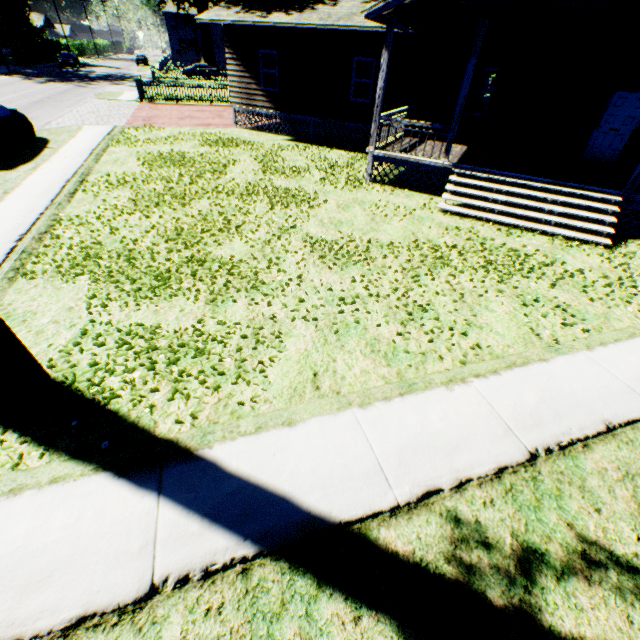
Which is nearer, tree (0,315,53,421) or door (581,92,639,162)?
tree (0,315,53,421)

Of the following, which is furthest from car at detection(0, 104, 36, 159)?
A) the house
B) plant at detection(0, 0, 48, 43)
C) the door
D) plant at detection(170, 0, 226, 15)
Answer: plant at detection(0, 0, 48, 43)

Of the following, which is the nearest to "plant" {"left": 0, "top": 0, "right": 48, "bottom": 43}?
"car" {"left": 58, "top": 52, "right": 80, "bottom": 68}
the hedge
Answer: the hedge

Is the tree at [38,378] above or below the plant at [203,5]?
below

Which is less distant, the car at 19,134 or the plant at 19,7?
the car at 19,134

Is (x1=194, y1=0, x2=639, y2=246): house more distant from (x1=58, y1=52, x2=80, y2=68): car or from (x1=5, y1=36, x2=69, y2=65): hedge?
(x1=5, y1=36, x2=69, y2=65): hedge

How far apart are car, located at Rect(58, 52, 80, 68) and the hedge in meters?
2.8

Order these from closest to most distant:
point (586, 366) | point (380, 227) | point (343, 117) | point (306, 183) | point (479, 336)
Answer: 1. point (586, 366)
2. point (479, 336)
3. point (380, 227)
4. point (306, 183)
5. point (343, 117)
